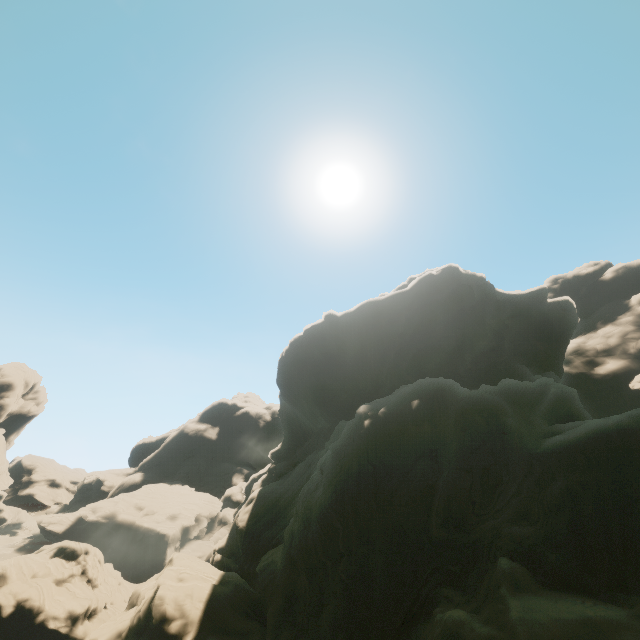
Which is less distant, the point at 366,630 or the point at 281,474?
the point at 366,630
